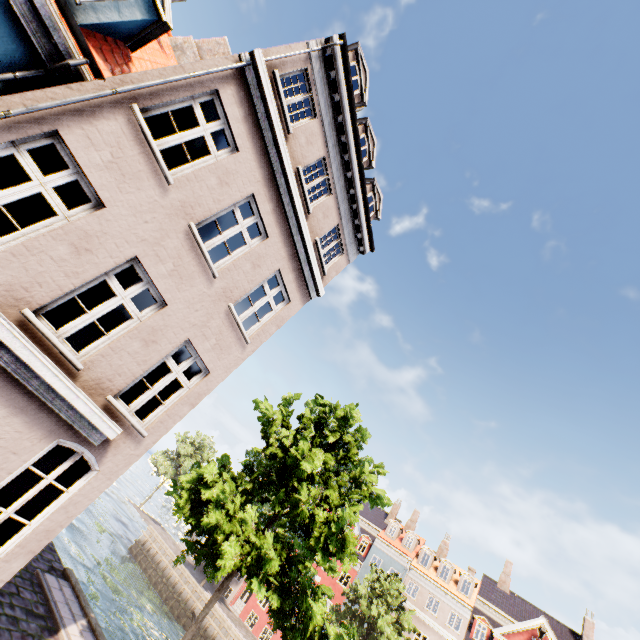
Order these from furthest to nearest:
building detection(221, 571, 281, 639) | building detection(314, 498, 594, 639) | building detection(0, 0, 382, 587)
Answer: building detection(221, 571, 281, 639), building detection(314, 498, 594, 639), building detection(0, 0, 382, 587)

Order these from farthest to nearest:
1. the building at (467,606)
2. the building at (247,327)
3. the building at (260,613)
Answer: the building at (260,613) → the building at (467,606) → the building at (247,327)

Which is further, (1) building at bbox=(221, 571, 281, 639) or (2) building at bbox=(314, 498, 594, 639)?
(1) building at bbox=(221, 571, 281, 639)

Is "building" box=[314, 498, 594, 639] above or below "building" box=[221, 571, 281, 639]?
above

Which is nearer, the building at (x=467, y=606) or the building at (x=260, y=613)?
the building at (x=467, y=606)

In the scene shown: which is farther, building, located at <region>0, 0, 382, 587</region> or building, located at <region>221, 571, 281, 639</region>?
building, located at <region>221, 571, 281, 639</region>

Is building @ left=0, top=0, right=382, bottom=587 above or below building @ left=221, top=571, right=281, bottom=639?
above

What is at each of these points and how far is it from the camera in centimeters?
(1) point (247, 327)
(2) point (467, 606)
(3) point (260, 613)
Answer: (1) building, 955cm
(2) building, 2906cm
(3) building, 3219cm
